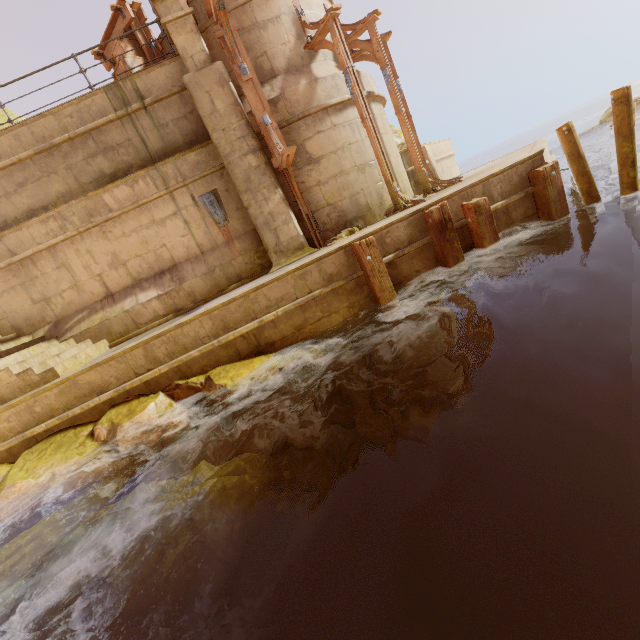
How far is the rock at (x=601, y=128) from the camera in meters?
22.2 m

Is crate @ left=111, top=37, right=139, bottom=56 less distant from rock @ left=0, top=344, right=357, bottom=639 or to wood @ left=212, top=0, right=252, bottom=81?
wood @ left=212, top=0, right=252, bottom=81

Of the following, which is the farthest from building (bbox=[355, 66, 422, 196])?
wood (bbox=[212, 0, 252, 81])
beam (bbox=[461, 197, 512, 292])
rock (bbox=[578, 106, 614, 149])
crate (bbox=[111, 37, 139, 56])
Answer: rock (bbox=[578, 106, 614, 149])

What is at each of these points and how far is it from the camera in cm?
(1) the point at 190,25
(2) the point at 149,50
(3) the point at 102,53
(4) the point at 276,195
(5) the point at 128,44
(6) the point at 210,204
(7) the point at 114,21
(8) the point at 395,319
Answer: (1) column, 797
(2) wood, 904
(3) wood, 971
(4) pillar, 862
(5) crate, 886
(6) metal chain, 861
(7) wood, 894
(8) beam, 695

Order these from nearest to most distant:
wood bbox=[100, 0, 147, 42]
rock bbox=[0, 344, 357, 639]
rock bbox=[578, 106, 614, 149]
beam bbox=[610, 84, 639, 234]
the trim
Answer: rock bbox=[0, 344, 357, 639] → beam bbox=[610, 84, 639, 234] → the trim → wood bbox=[100, 0, 147, 42] → rock bbox=[578, 106, 614, 149]

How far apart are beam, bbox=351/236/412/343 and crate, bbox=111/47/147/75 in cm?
753

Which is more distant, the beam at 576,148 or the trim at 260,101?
the trim at 260,101

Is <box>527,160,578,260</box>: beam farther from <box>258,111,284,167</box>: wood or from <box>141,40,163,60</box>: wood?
<box>141,40,163,60</box>: wood
